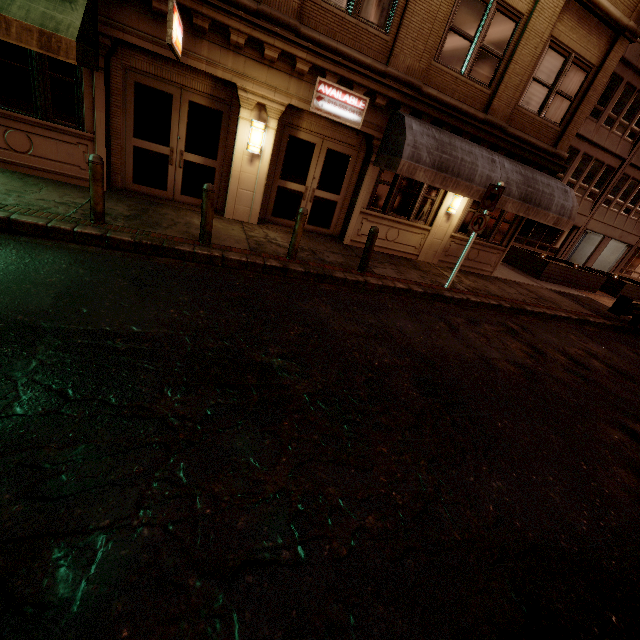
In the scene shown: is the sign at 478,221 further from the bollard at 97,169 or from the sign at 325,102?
the bollard at 97,169

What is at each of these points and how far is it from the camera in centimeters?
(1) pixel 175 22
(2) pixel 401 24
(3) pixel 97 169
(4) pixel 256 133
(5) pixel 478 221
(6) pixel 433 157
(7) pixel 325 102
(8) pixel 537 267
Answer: (1) sign, 562cm
(2) building, 805cm
(3) bollard, 580cm
(4) wall light, 830cm
(5) sign, 885cm
(6) awning, 866cm
(7) sign, 841cm
(8) planter, 1636cm

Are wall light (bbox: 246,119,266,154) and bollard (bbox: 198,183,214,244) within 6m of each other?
yes

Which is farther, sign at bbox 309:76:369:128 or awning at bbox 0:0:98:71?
sign at bbox 309:76:369:128

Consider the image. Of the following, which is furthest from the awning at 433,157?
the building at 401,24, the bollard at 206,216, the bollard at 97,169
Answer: the bollard at 97,169

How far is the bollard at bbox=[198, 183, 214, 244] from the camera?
6.5m

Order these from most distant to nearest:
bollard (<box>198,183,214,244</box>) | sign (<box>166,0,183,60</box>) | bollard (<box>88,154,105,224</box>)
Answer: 1. bollard (<box>198,183,214,244</box>)
2. bollard (<box>88,154,105,224</box>)
3. sign (<box>166,0,183,60</box>)

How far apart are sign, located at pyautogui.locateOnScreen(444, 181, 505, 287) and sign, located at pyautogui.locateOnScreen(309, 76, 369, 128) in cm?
386
